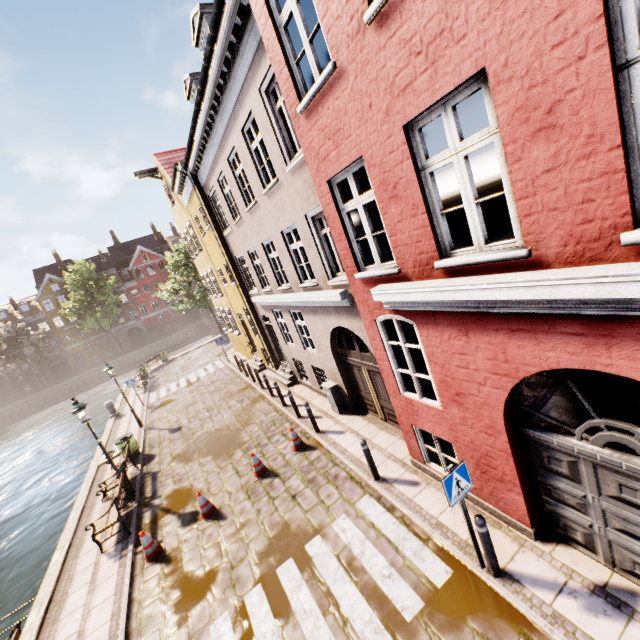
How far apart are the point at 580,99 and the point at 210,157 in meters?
12.0

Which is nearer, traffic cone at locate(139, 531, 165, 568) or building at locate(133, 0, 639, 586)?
building at locate(133, 0, 639, 586)

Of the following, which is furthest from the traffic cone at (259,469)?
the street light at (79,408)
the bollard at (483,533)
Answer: the bollard at (483,533)

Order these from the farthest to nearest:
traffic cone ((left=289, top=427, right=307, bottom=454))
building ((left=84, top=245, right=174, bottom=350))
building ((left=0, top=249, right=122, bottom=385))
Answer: building ((left=84, top=245, right=174, bottom=350)) < building ((left=0, top=249, right=122, bottom=385)) < traffic cone ((left=289, top=427, right=307, bottom=454))

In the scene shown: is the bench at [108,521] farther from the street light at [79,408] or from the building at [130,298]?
the building at [130,298]

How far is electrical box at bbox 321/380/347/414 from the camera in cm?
1073

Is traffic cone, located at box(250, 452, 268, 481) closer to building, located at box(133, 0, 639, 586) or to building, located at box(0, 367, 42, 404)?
building, located at box(133, 0, 639, 586)

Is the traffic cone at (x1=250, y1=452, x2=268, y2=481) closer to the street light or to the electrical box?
the electrical box
